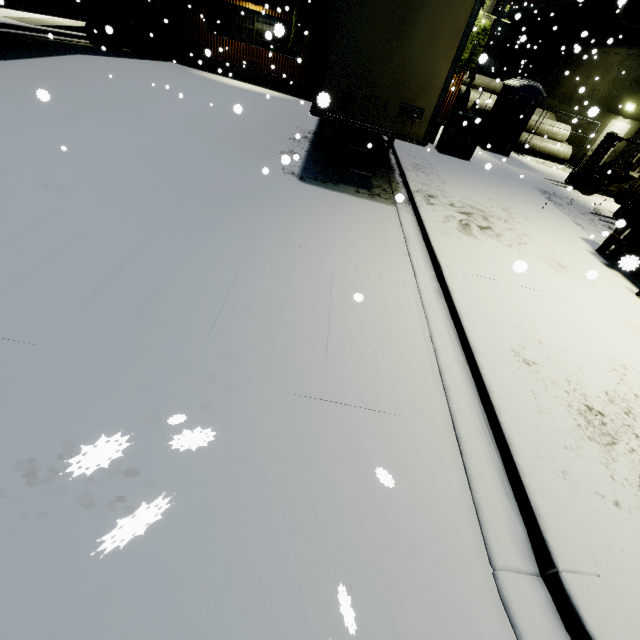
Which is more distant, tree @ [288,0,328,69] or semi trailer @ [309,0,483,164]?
A: tree @ [288,0,328,69]

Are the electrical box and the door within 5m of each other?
no

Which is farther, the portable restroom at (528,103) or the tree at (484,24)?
the tree at (484,24)

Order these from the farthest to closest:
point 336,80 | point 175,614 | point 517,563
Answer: point 336,80 < point 517,563 < point 175,614

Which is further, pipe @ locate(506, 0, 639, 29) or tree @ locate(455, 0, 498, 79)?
tree @ locate(455, 0, 498, 79)

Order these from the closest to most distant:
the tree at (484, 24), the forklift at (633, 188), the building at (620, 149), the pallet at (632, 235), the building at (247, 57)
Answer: the pallet at (632, 235)
the forklift at (633, 188)
the building at (620, 149)
the tree at (484, 24)
the building at (247, 57)

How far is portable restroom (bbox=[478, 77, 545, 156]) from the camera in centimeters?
1448cm

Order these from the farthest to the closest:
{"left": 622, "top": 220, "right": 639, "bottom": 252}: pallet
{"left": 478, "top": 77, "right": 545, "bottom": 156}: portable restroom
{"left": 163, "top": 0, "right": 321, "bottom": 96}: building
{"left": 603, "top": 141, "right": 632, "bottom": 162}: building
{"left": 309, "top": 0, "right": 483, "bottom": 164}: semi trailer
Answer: {"left": 163, "top": 0, "right": 321, "bottom": 96}: building
{"left": 603, "top": 141, "right": 632, "bottom": 162}: building
{"left": 478, "top": 77, "right": 545, "bottom": 156}: portable restroom
{"left": 622, "top": 220, "right": 639, "bottom": 252}: pallet
{"left": 309, "top": 0, "right": 483, "bottom": 164}: semi trailer
